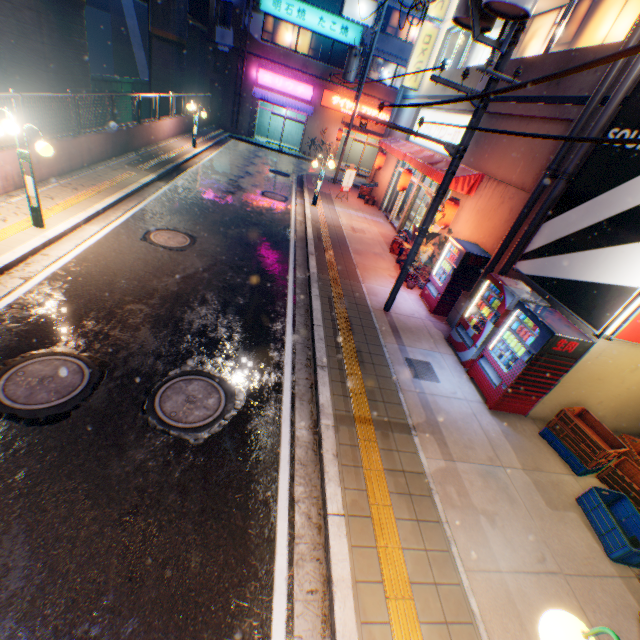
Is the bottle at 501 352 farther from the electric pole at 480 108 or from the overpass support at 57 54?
the overpass support at 57 54

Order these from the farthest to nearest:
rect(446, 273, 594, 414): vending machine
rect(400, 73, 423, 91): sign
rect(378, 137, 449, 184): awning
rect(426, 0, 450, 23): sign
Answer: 1. rect(400, 73, 423, 91): sign
2. rect(426, 0, 450, 23): sign
3. rect(378, 137, 449, 184): awning
4. rect(446, 273, 594, 414): vending machine

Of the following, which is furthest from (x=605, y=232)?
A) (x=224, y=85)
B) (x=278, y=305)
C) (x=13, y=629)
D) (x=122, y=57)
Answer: (x=122, y=57)

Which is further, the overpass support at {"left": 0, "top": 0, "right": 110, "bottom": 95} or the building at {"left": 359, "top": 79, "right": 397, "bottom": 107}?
the building at {"left": 359, "top": 79, "right": 397, "bottom": 107}

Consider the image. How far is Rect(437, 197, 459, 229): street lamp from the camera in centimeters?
1005cm

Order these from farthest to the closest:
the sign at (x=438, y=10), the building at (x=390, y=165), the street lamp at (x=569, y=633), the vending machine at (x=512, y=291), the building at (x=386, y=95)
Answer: the building at (x=386, y=95)
the building at (x=390, y=165)
the sign at (x=438, y=10)
the vending machine at (x=512, y=291)
the street lamp at (x=569, y=633)

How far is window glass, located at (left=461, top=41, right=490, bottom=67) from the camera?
12.94m

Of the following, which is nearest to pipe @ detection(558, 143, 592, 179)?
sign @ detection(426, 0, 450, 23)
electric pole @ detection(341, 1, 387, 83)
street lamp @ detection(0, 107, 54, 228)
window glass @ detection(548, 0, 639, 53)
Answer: window glass @ detection(548, 0, 639, 53)
